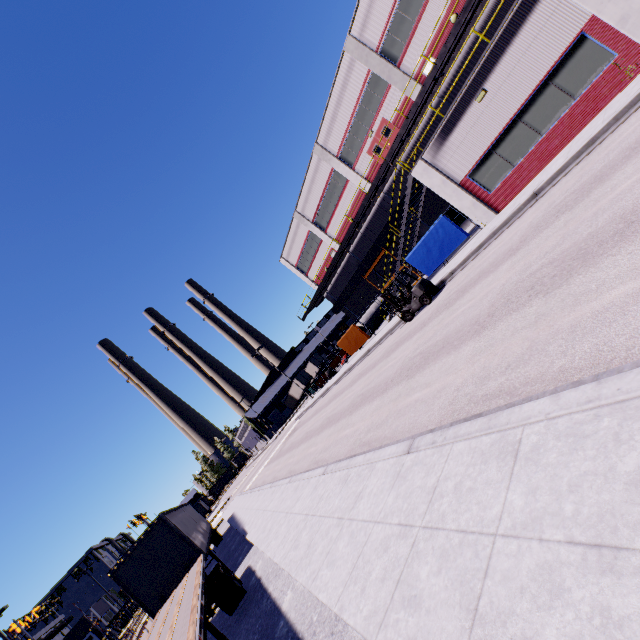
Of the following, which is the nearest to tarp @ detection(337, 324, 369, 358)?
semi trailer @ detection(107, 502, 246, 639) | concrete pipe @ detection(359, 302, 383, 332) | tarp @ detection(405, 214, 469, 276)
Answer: semi trailer @ detection(107, 502, 246, 639)

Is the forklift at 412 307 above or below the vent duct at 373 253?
below

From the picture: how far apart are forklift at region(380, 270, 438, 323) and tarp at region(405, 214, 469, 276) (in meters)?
3.28

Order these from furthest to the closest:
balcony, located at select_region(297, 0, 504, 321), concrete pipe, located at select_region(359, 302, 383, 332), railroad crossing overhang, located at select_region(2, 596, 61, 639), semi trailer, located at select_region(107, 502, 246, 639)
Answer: concrete pipe, located at select_region(359, 302, 383, 332) < railroad crossing overhang, located at select_region(2, 596, 61, 639) < balcony, located at select_region(297, 0, 504, 321) < semi trailer, located at select_region(107, 502, 246, 639)

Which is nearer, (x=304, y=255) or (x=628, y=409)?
(x=628, y=409)

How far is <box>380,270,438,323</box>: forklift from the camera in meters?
16.3 m

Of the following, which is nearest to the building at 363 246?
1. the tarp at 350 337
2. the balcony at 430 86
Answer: the balcony at 430 86

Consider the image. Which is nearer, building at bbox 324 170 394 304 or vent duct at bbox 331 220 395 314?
building at bbox 324 170 394 304
